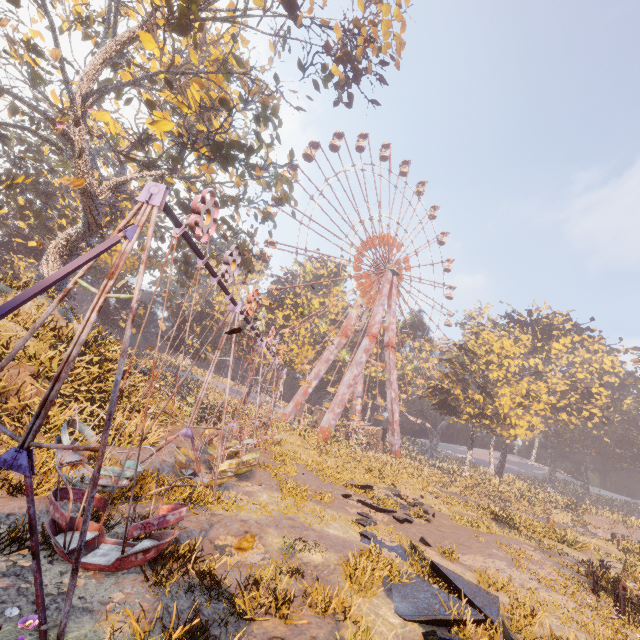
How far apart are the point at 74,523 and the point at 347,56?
21.03m

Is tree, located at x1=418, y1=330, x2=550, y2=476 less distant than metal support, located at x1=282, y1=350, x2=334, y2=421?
Yes

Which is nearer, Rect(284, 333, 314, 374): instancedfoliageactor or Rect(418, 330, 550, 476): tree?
Rect(418, 330, 550, 476): tree

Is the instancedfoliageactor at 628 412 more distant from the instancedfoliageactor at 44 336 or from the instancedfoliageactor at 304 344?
the instancedfoliageactor at 44 336

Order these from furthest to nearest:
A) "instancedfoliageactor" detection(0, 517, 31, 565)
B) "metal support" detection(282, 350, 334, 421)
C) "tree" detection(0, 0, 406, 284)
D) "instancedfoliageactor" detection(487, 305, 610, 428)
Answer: "instancedfoliageactor" detection(487, 305, 610, 428), "metal support" detection(282, 350, 334, 421), "tree" detection(0, 0, 406, 284), "instancedfoliageactor" detection(0, 517, 31, 565)

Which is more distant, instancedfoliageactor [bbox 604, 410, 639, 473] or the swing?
instancedfoliageactor [bbox 604, 410, 639, 473]

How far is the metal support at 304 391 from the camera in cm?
4403

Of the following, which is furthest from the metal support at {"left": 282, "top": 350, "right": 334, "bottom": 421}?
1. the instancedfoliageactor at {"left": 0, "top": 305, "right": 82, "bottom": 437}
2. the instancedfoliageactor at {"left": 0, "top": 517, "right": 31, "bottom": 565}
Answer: the instancedfoliageactor at {"left": 0, "top": 517, "right": 31, "bottom": 565}
